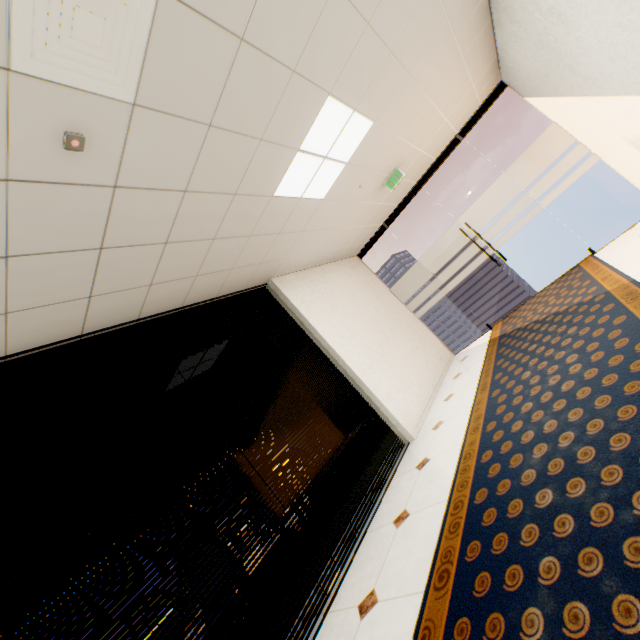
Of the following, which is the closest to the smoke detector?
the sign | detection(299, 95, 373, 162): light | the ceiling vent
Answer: the ceiling vent

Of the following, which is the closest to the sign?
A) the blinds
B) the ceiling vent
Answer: the blinds

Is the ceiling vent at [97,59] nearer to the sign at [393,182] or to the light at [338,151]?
the light at [338,151]

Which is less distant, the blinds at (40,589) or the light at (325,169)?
the blinds at (40,589)

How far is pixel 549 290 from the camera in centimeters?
527cm

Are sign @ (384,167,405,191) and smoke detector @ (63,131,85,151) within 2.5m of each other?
no

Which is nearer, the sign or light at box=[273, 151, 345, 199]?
light at box=[273, 151, 345, 199]

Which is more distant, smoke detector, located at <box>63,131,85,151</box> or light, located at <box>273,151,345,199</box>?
light, located at <box>273,151,345,199</box>
